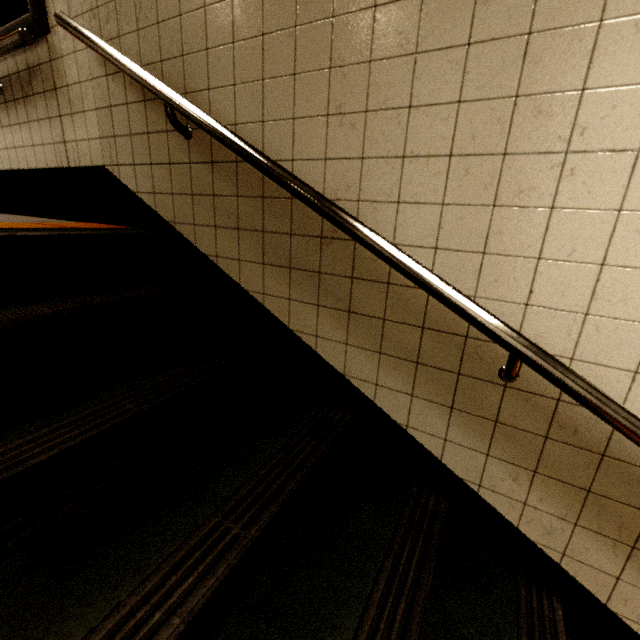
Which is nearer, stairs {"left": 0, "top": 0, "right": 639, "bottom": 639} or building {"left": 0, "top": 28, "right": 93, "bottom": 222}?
stairs {"left": 0, "top": 0, "right": 639, "bottom": 639}

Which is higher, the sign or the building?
the sign

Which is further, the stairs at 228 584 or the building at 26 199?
the building at 26 199

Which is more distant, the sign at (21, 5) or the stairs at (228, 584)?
the sign at (21, 5)

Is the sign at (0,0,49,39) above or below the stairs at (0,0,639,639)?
above

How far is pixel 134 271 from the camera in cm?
175

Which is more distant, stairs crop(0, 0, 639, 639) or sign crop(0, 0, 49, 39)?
sign crop(0, 0, 49, 39)
